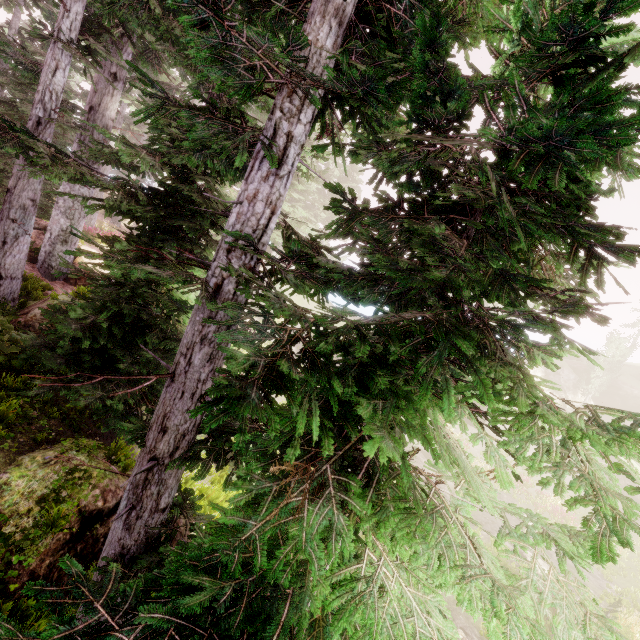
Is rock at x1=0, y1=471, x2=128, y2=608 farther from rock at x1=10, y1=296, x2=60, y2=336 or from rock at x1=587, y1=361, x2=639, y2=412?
rock at x1=587, y1=361, x2=639, y2=412

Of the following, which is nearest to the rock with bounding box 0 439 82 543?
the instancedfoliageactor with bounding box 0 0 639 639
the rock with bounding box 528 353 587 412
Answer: the instancedfoliageactor with bounding box 0 0 639 639

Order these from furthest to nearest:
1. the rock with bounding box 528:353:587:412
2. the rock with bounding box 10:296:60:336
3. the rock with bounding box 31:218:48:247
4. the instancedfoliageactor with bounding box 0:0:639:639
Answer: the rock with bounding box 528:353:587:412 → the rock with bounding box 31:218:48:247 → the rock with bounding box 10:296:60:336 → the instancedfoliageactor with bounding box 0:0:639:639

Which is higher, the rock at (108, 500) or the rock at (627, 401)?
the rock at (627, 401)

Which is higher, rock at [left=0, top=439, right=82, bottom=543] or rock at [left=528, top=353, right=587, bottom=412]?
rock at [left=528, top=353, right=587, bottom=412]

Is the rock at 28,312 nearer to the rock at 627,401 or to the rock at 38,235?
the rock at 38,235

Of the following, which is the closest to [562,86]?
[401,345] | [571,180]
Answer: [571,180]

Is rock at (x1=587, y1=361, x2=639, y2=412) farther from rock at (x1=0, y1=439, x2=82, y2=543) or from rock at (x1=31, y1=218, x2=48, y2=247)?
rock at (x1=0, y1=439, x2=82, y2=543)
